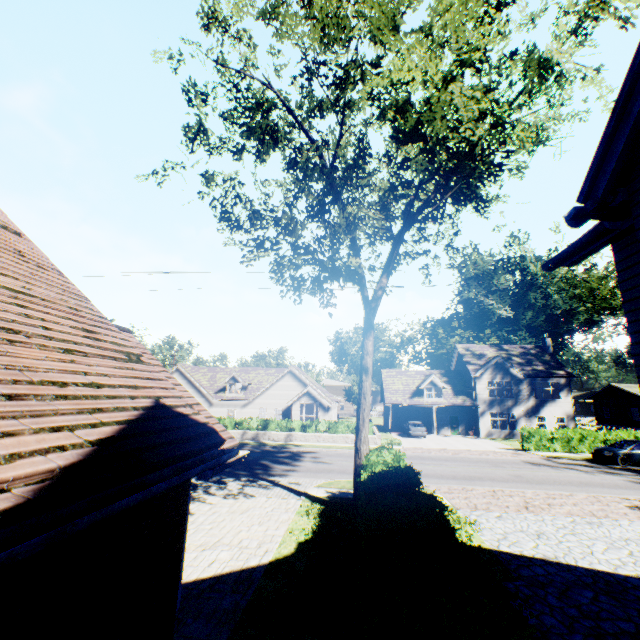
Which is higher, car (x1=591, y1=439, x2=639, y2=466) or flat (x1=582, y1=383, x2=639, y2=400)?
flat (x1=582, y1=383, x2=639, y2=400)

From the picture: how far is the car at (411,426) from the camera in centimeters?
3334cm

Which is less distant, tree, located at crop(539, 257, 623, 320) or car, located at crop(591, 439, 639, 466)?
car, located at crop(591, 439, 639, 466)

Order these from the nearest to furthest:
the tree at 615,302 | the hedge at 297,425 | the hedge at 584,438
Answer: the hedge at 584,438 < the hedge at 297,425 < the tree at 615,302

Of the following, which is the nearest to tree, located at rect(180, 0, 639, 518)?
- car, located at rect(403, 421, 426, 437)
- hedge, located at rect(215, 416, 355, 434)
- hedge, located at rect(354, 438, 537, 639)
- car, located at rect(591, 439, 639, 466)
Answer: hedge, located at rect(354, 438, 537, 639)

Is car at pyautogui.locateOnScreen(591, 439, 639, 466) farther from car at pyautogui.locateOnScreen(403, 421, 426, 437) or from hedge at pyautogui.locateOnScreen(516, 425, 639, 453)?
car at pyautogui.locateOnScreen(403, 421, 426, 437)

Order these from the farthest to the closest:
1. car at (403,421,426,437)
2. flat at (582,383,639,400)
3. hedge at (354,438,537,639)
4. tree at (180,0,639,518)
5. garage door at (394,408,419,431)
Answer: flat at (582,383,639,400)
garage door at (394,408,419,431)
car at (403,421,426,437)
tree at (180,0,639,518)
hedge at (354,438,537,639)

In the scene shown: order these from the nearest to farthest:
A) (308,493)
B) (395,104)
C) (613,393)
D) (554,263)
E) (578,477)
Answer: (554,263), (395,104), (308,493), (578,477), (613,393)
